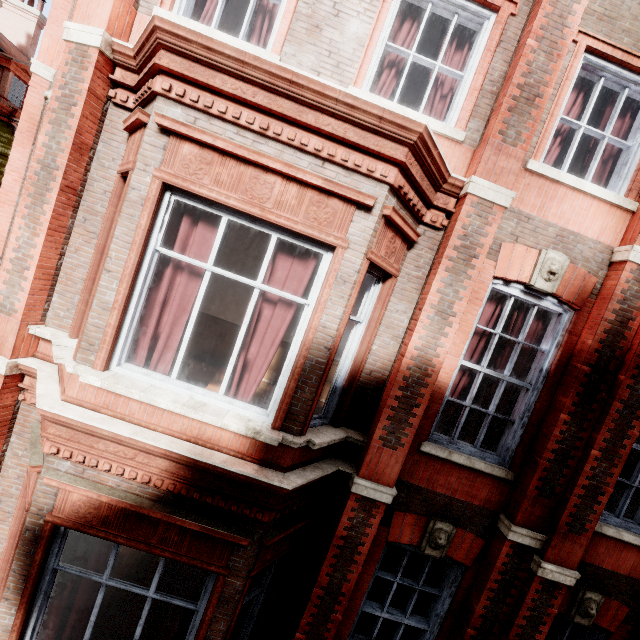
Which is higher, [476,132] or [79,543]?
[476,132]

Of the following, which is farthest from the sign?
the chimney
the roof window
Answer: Result: the chimney

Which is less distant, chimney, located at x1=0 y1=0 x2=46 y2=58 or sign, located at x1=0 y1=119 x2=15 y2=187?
sign, located at x1=0 y1=119 x2=15 y2=187

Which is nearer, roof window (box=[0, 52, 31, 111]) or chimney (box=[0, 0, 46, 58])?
roof window (box=[0, 52, 31, 111])

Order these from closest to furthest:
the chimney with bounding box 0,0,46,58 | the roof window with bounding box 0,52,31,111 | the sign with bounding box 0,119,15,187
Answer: the sign with bounding box 0,119,15,187 < the roof window with bounding box 0,52,31,111 < the chimney with bounding box 0,0,46,58

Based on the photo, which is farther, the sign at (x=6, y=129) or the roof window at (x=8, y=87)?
the roof window at (x=8, y=87)

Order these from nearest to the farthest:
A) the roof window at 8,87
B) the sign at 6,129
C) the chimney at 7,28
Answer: the sign at 6,129, the roof window at 8,87, the chimney at 7,28

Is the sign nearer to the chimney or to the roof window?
the roof window
